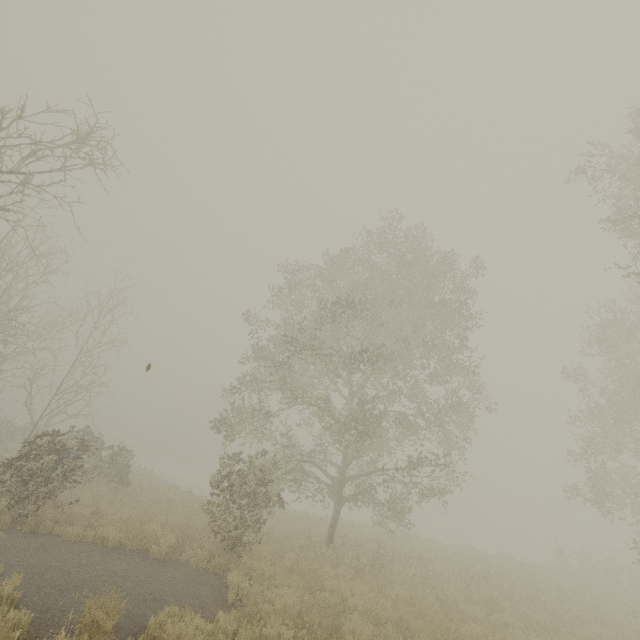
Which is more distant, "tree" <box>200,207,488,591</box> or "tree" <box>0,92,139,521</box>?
"tree" <box>200,207,488,591</box>

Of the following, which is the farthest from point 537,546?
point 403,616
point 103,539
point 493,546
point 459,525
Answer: point 103,539

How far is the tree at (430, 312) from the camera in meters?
11.2

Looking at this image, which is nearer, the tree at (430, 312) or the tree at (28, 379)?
the tree at (28, 379)

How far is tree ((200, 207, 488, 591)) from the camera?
11.25m
